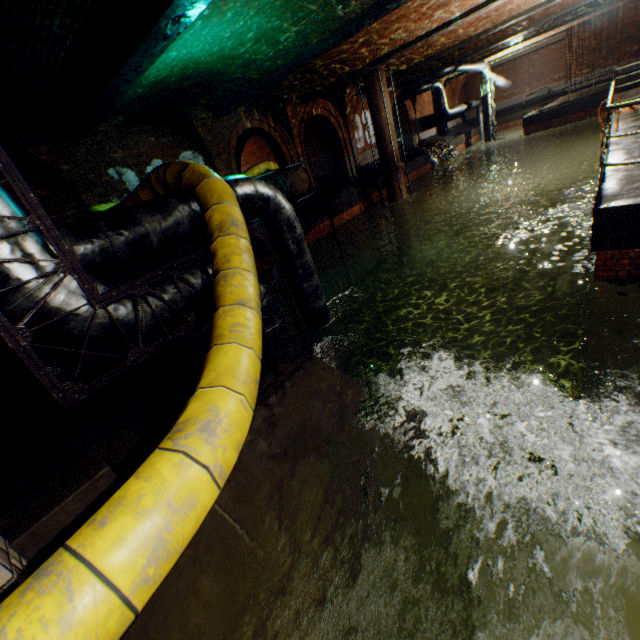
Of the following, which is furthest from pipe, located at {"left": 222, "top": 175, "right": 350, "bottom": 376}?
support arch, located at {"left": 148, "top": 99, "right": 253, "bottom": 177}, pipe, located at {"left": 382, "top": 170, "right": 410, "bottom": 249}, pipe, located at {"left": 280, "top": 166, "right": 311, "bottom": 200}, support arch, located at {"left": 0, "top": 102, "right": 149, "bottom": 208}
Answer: pipe, located at {"left": 382, "top": 170, "right": 410, "bottom": 249}

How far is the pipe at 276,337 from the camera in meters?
4.5 m

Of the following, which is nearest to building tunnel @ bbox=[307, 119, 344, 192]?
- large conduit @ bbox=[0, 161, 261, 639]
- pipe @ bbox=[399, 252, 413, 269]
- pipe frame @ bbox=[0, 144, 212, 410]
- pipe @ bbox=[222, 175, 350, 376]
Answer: large conduit @ bbox=[0, 161, 261, 639]

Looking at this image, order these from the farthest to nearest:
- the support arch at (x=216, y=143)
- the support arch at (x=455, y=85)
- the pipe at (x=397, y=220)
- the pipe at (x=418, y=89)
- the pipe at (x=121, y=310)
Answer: the support arch at (x=455, y=85), the pipe at (x=418, y=89), the pipe at (x=397, y=220), the support arch at (x=216, y=143), the pipe at (x=121, y=310)

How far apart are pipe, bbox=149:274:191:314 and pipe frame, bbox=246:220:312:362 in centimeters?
4cm

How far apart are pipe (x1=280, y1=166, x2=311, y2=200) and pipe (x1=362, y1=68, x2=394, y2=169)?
5.30m

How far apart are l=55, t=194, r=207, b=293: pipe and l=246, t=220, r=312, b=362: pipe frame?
0.3 meters

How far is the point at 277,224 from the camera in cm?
585
